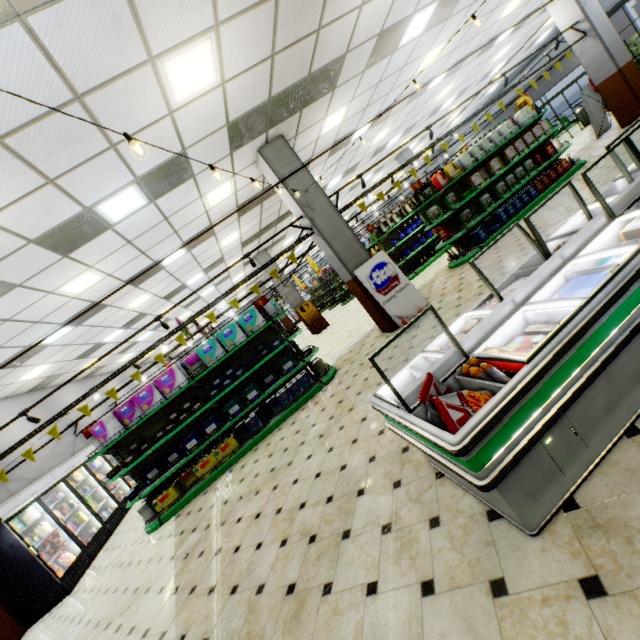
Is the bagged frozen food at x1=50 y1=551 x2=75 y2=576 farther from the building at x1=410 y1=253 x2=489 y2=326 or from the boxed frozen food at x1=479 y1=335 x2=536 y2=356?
the boxed frozen food at x1=479 y1=335 x2=536 y2=356

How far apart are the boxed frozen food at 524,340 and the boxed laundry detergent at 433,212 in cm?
704

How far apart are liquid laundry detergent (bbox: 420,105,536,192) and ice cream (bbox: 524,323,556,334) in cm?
822

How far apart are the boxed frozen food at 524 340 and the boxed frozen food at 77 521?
10.5m

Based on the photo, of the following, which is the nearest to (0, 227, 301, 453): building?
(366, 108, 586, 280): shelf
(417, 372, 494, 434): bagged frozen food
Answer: (366, 108, 586, 280): shelf

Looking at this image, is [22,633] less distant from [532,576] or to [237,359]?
[237,359]

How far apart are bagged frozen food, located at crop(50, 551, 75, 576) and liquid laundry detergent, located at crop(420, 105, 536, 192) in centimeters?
1411cm

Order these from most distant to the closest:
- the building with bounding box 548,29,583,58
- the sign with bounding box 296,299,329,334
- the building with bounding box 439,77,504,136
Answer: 1. the building with bounding box 439,77,504,136
2. the sign with bounding box 296,299,329,334
3. the building with bounding box 548,29,583,58
